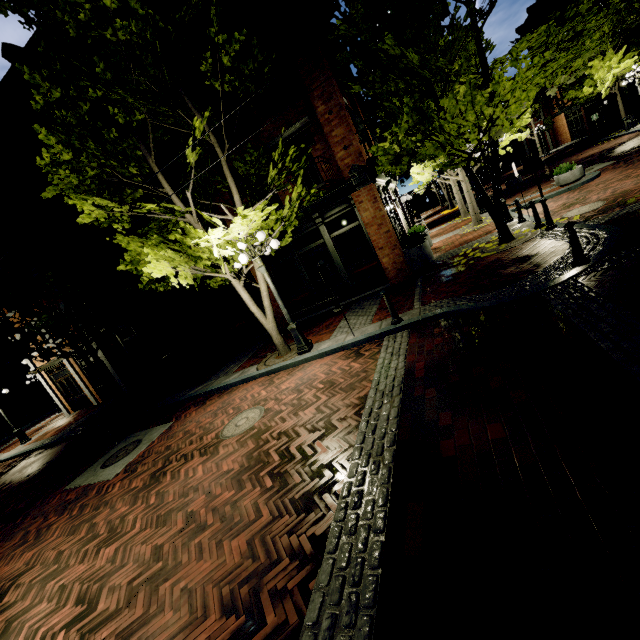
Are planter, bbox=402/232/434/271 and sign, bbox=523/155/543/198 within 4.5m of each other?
yes

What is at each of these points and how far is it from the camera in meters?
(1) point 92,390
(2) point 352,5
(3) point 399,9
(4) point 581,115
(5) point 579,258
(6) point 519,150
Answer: (1) building, 18.5
(2) tree, 7.0
(3) tree, 8.3
(4) building, 35.0
(5) post, 6.1
(6) building, 46.8

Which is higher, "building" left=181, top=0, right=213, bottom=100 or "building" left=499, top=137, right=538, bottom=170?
"building" left=181, top=0, right=213, bottom=100

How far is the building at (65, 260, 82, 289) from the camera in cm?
1634

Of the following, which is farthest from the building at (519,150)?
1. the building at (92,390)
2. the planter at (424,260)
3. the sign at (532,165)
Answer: the sign at (532,165)

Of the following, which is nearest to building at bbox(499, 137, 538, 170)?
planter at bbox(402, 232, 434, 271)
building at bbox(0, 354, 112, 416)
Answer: planter at bbox(402, 232, 434, 271)

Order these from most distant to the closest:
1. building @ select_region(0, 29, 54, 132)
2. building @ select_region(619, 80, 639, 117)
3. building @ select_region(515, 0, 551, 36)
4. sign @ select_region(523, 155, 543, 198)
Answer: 1. building @ select_region(515, 0, 551, 36)
2. building @ select_region(619, 80, 639, 117)
3. building @ select_region(0, 29, 54, 132)
4. sign @ select_region(523, 155, 543, 198)

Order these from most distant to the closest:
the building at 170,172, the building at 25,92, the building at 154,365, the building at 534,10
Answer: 1. the building at 534,10
2. the building at 154,365
3. the building at 170,172
4. the building at 25,92
